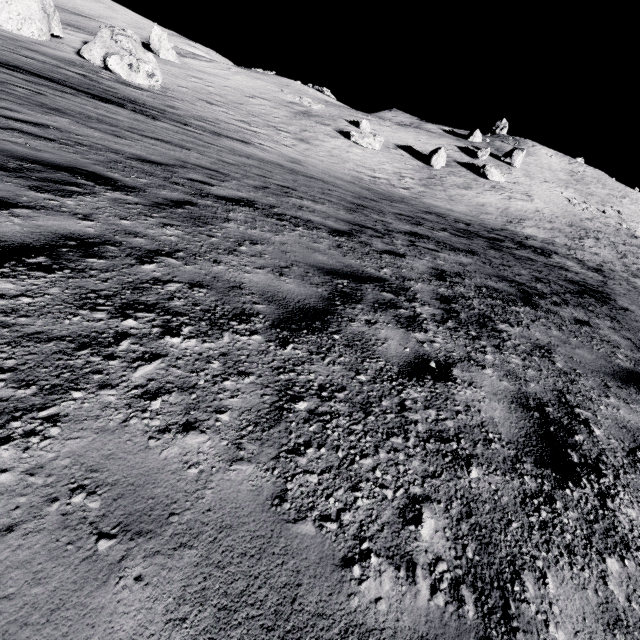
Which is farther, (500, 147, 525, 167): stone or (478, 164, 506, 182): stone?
(500, 147, 525, 167): stone

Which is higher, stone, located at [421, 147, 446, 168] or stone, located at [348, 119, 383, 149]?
stone, located at [421, 147, 446, 168]

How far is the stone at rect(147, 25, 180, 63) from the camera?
33.1 meters

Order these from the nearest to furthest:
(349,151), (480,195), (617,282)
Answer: (617,282) → (349,151) → (480,195)

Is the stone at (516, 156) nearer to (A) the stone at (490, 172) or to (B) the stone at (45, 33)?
(A) the stone at (490, 172)

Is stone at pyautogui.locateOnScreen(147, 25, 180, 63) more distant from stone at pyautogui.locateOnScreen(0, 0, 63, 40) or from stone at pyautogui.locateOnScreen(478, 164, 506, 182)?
Answer: stone at pyautogui.locateOnScreen(478, 164, 506, 182)

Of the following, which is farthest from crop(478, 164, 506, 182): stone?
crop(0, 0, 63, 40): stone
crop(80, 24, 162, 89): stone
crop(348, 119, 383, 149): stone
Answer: crop(0, 0, 63, 40): stone

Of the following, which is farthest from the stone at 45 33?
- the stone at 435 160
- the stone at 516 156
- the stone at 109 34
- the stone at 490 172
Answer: the stone at 516 156
